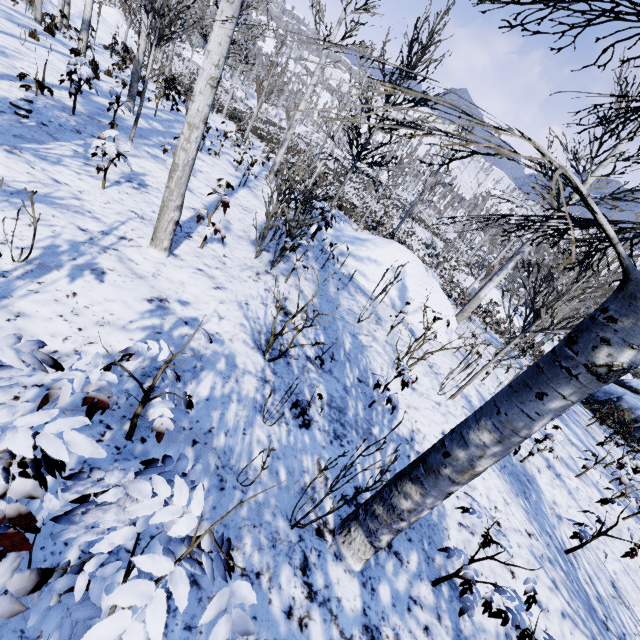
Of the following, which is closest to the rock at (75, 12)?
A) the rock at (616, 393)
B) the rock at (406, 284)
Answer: the rock at (406, 284)

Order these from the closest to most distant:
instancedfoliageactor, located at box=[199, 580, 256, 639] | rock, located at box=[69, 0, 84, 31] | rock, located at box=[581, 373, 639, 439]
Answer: instancedfoliageactor, located at box=[199, 580, 256, 639] < rock, located at box=[581, 373, 639, 439] < rock, located at box=[69, 0, 84, 31]

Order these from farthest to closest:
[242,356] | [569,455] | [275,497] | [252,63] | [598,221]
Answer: [252,63]
[569,455]
[242,356]
[275,497]
[598,221]

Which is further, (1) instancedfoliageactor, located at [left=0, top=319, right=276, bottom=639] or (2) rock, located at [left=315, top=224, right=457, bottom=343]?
(2) rock, located at [left=315, top=224, right=457, bottom=343]

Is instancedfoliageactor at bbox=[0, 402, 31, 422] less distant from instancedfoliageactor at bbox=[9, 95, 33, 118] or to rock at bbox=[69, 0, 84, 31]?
instancedfoliageactor at bbox=[9, 95, 33, 118]

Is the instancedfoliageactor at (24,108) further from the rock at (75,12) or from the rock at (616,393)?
the rock at (75,12)

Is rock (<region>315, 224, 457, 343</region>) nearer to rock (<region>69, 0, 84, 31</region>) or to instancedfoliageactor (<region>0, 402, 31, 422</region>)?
instancedfoliageactor (<region>0, 402, 31, 422</region>)

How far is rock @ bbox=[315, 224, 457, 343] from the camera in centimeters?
934cm
